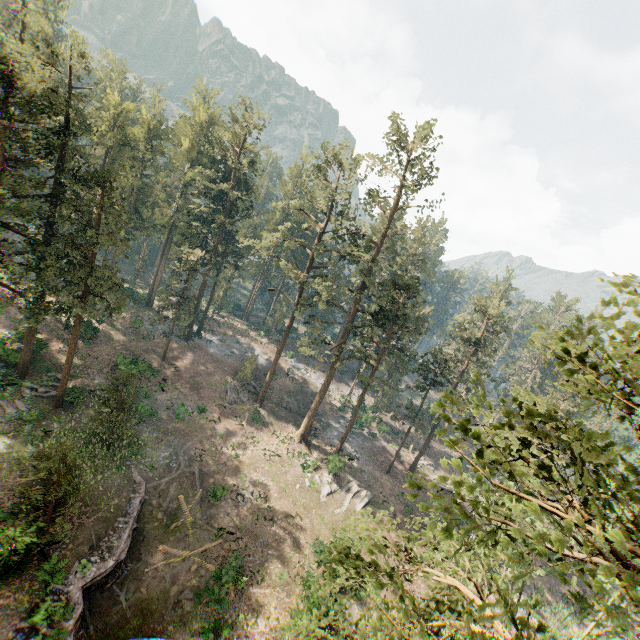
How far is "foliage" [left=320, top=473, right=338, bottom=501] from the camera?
35.3m

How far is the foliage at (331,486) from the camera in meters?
35.3 m

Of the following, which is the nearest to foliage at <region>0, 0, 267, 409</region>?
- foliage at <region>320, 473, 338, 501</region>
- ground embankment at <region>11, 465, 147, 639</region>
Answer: foliage at <region>320, 473, 338, 501</region>

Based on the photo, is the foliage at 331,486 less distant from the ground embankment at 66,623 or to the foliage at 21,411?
the foliage at 21,411

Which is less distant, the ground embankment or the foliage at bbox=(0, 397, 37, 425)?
the ground embankment

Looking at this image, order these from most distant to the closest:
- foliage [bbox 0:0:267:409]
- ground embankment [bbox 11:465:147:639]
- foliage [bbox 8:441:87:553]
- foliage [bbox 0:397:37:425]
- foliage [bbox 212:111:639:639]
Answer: foliage [bbox 0:397:37:425]
foliage [bbox 0:0:267:409]
foliage [bbox 8:441:87:553]
ground embankment [bbox 11:465:147:639]
foliage [bbox 212:111:639:639]

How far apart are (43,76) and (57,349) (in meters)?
26.90
